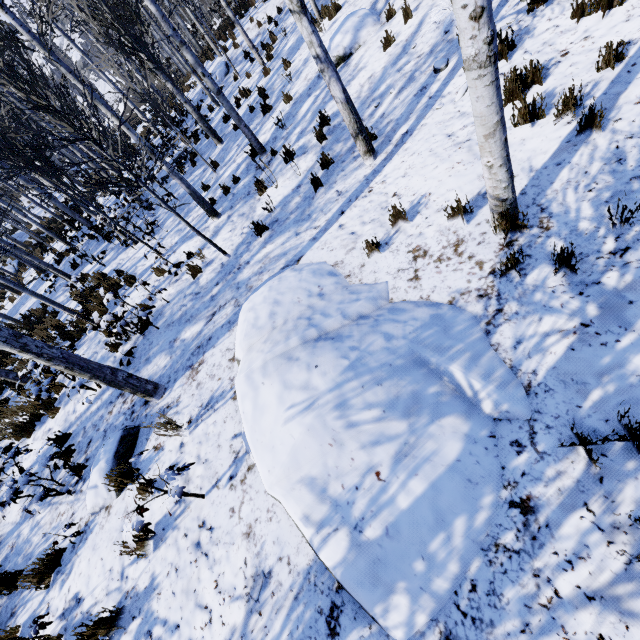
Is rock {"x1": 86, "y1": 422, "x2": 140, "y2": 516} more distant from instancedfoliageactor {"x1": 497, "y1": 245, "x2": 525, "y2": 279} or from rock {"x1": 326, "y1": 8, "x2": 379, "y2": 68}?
instancedfoliageactor {"x1": 497, "y1": 245, "x2": 525, "y2": 279}

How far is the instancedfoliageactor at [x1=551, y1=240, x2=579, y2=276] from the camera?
2.9 meters

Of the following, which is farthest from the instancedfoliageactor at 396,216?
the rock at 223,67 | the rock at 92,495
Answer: the rock at 92,495

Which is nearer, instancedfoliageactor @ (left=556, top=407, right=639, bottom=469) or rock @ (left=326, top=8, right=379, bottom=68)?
instancedfoliageactor @ (left=556, top=407, right=639, bottom=469)

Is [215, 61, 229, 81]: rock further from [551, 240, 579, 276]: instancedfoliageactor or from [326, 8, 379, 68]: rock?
[326, 8, 379, 68]: rock

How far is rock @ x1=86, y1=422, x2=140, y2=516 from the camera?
4.7m

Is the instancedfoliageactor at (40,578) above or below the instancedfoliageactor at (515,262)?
above

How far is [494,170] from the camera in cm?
310
